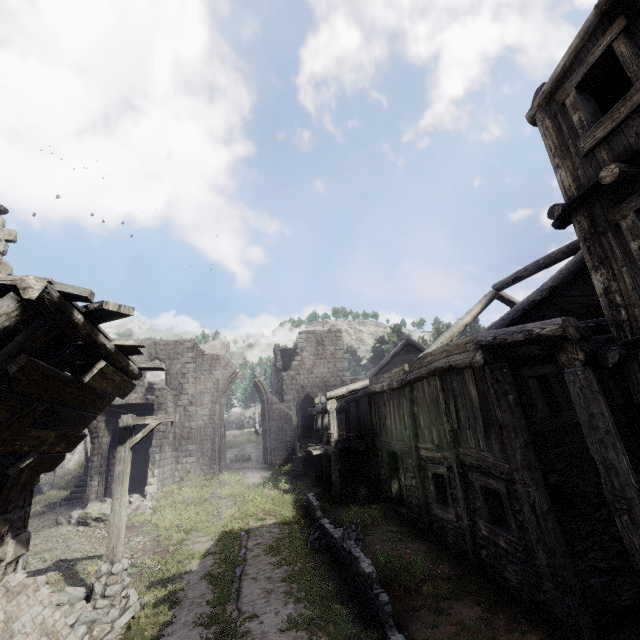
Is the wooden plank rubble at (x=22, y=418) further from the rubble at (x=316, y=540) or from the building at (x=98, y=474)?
the rubble at (x=316, y=540)

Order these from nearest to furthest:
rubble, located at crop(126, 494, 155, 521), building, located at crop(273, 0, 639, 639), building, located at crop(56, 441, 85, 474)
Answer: building, located at crop(273, 0, 639, 639) < rubble, located at crop(126, 494, 155, 521) < building, located at crop(56, 441, 85, 474)

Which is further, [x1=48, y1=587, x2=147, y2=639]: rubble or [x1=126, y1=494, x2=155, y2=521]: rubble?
[x1=126, y1=494, x2=155, y2=521]: rubble

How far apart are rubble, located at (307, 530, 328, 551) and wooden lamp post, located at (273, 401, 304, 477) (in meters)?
8.72

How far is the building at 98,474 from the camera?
18.6 meters

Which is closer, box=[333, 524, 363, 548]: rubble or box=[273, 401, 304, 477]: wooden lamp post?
box=[333, 524, 363, 548]: rubble

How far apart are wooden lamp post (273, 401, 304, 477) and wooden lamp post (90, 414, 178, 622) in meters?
13.0 m

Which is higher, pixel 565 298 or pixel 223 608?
pixel 565 298
